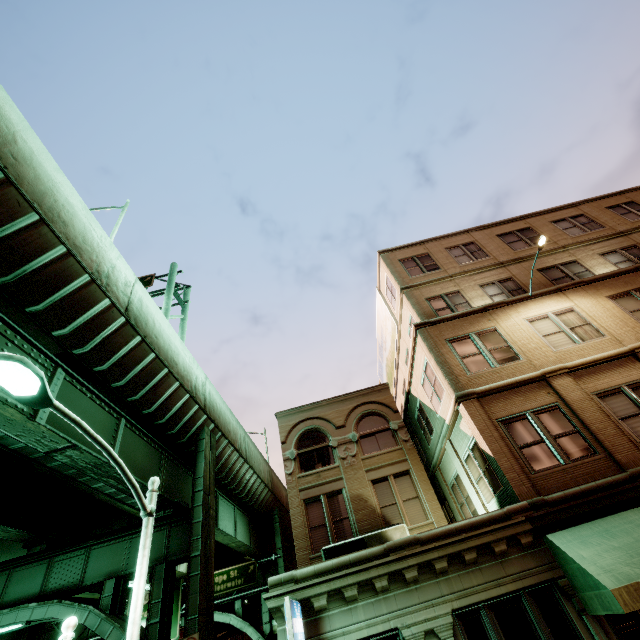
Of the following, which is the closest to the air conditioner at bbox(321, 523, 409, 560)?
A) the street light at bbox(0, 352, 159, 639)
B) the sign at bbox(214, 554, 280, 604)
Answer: the street light at bbox(0, 352, 159, 639)

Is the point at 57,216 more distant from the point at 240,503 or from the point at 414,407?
the point at 240,503

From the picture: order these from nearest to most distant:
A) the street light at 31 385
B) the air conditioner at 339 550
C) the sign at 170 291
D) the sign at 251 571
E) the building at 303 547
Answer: the street light at 31 385
the building at 303 547
the air conditioner at 339 550
the sign at 170 291
the sign at 251 571

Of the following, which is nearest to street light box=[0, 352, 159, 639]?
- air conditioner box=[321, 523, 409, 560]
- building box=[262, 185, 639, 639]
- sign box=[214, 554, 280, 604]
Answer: building box=[262, 185, 639, 639]

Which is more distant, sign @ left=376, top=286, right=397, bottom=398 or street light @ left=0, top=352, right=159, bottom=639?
sign @ left=376, top=286, right=397, bottom=398

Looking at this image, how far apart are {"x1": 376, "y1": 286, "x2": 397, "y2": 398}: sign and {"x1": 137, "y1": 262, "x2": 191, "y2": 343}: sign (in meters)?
12.89

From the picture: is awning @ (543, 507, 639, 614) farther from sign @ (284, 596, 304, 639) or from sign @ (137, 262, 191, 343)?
sign @ (137, 262, 191, 343)

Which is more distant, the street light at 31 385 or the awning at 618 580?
the awning at 618 580
